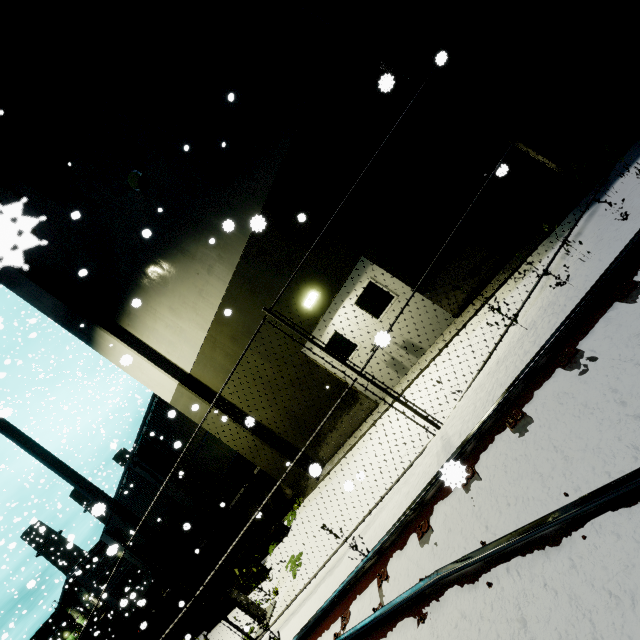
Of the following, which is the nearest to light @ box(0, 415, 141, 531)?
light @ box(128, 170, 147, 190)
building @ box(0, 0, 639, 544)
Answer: building @ box(0, 0, 639, 544)

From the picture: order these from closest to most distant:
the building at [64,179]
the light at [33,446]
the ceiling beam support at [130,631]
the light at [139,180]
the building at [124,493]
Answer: the building at [64,179], the light at [33,446], the light at [139,180], the ceiling beam support at [130,631], the building at [124,493]

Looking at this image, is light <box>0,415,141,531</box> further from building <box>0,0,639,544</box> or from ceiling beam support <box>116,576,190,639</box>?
ceiling beam support <box>116,576,190,639</box>

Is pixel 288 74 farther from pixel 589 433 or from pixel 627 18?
pixel 589 433

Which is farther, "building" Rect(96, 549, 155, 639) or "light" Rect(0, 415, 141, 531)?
"building" Rect(96, 549, 155, 639)

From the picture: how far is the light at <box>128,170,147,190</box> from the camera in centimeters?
777cm

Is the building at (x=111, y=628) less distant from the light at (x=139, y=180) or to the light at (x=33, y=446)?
the light at (x=139, y=180)

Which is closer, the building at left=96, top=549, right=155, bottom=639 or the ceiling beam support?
the ceiling beam support
